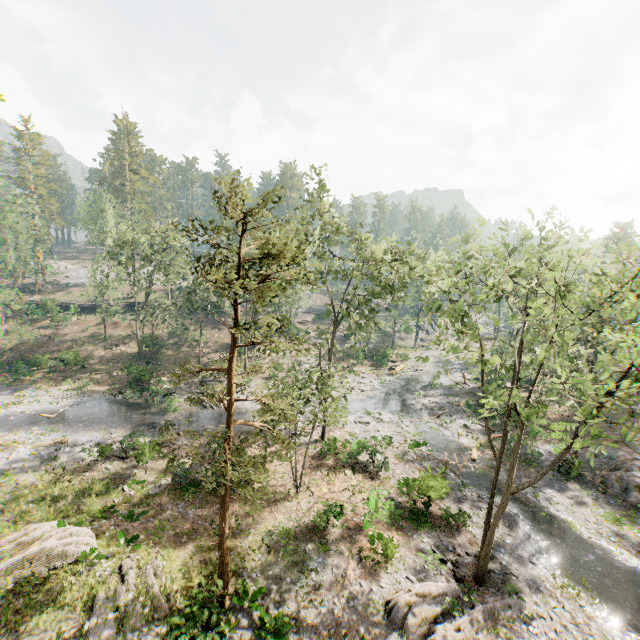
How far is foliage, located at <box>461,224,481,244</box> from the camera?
19.0 meters

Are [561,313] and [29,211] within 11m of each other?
no

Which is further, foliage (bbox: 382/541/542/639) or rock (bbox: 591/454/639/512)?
rock (bbox: 591/454/639/512)

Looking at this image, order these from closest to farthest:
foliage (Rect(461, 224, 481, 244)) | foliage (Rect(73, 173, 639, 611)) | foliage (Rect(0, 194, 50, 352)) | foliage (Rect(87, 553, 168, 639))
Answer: foliage (Rect(73, 173, 639, 611)), foliage (Rect(87, 553, 168, 639)), foliage (Rect(461, 224, 481, 244)), foliage (Rect(0, 194, 50, 352))

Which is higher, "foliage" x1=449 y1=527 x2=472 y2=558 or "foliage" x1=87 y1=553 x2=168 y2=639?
"foliage" x1=87 y1=553 x2=168 y2=639

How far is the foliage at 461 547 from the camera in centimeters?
1844cm

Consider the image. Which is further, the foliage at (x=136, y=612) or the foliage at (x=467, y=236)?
the foliage at (x=467, y=236)
